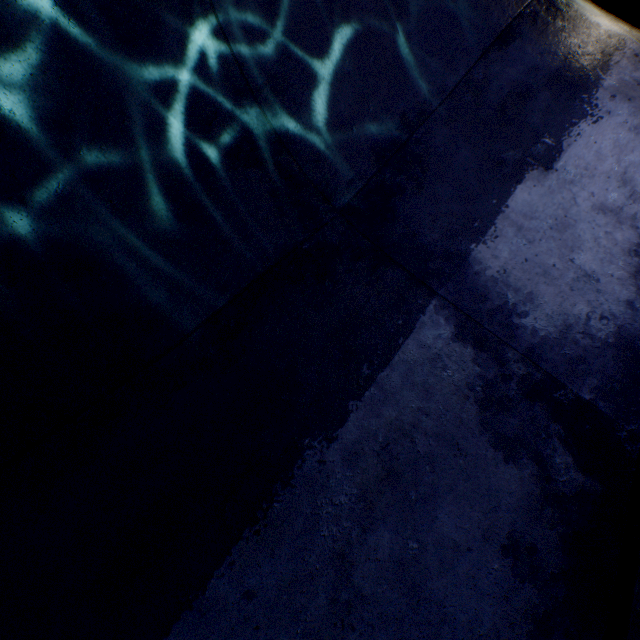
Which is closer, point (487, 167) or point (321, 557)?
point (321, 557)
